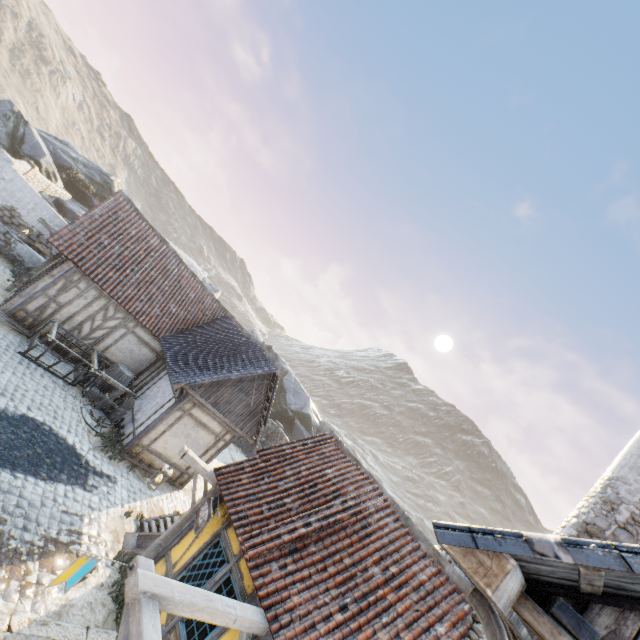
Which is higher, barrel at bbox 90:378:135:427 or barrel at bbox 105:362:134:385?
barrel at bbox 105:362:134:385

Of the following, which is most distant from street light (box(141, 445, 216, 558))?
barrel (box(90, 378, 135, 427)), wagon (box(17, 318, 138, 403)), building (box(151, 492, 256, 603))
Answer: wagon (box(17, 318, 138, 403))

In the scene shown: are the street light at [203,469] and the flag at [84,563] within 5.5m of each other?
yes

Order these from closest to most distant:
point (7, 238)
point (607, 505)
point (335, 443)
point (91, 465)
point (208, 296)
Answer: point (607, 505) → point (91, 465) → point (335, 443) → point (7, 238) → point (208, 296)

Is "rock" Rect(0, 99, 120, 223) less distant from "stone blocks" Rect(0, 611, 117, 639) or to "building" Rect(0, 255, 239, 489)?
"stone blocks" Rect(0, 611, 117, 639)

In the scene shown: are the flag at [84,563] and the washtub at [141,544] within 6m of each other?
yes

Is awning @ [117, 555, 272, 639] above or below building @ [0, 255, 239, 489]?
above

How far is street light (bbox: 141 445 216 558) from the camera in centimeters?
786cm
